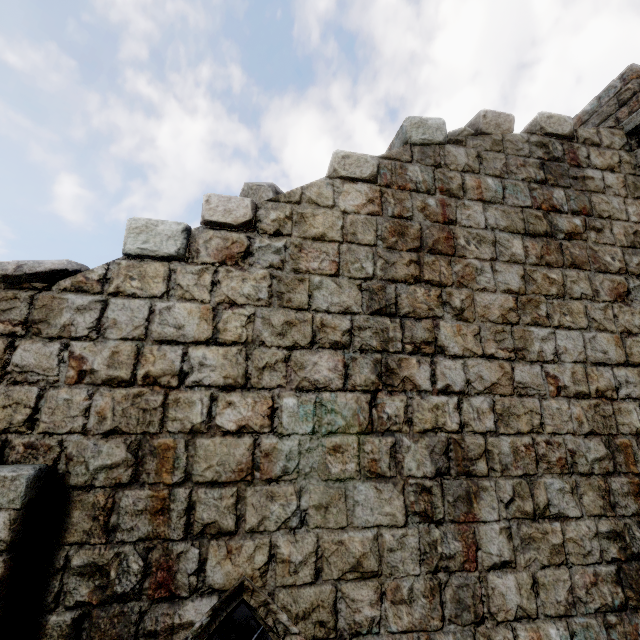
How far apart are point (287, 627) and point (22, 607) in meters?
2.3

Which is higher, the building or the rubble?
the building

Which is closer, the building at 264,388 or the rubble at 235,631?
the building at 264,388

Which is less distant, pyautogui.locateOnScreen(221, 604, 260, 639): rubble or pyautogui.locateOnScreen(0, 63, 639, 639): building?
pyautogui.locateOnScreen(0, 63, 639, 639): building

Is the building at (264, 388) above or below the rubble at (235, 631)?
above
